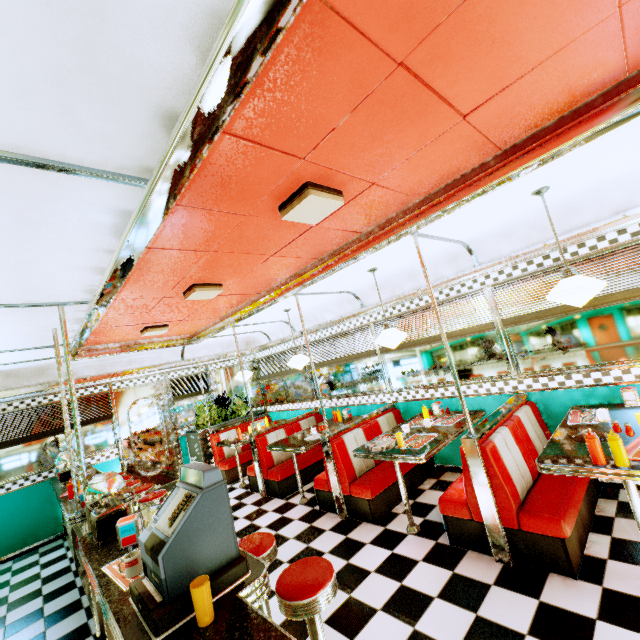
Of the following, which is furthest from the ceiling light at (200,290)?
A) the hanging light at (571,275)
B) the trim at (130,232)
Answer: the hanging light at (571,275)

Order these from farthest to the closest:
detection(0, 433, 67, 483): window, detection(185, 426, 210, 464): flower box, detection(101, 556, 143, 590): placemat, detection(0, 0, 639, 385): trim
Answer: detection(185, 426, 210, 464): flower box
detection(0, 433, 67, 483): window
detection(101, 556, 143, 590): placemat
detection(0, 0, 639, 385): trim

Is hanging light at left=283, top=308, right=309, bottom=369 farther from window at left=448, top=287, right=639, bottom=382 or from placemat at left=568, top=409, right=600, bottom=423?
placemat at left=568, top=409, right=600, bottom=423

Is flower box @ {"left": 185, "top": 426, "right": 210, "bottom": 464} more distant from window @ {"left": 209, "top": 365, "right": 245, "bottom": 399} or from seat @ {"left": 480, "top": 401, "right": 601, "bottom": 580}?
seat @ {"left": 480, "top": 401, "right": 601, "bottom": 580}

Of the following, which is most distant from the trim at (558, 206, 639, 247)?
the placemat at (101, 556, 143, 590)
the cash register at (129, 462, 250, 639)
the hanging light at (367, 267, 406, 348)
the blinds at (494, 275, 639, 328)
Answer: the placemat at (101, 556, 143, 590)

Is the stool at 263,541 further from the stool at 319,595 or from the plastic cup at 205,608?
the plastic cup at 205,608

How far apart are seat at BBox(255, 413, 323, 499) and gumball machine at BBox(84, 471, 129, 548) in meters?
3.1

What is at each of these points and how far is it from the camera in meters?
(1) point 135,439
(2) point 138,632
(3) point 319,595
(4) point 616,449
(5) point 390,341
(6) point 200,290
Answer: (1) door, 7.1 m
(2) counter, 1.4 m
(3) stool, 1.8 m
(4) sauce bottle, 2.2 m
(5) hanging light, 4.0 m
(6) ceiling light, 3.5 m
